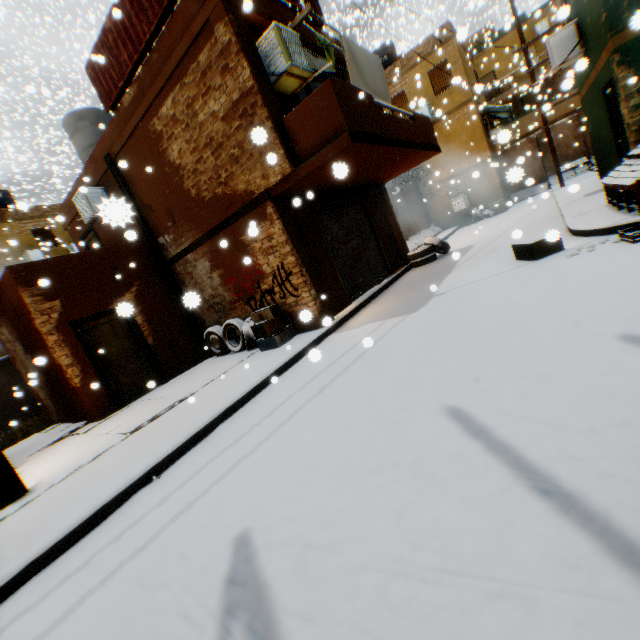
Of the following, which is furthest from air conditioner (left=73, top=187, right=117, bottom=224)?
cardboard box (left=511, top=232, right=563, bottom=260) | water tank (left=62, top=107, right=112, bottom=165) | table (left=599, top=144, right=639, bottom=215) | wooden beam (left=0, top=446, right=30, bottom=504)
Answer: table (left=599, top=144, right=639, bottom=215)

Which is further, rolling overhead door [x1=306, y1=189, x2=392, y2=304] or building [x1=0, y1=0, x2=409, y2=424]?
rolling overhead door [x1=306, y1=189, x2=392, y2=304]

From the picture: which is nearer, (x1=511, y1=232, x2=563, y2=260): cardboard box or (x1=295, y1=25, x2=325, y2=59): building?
(x1=511, y1=232, x2=563, y2=260): cardboard box

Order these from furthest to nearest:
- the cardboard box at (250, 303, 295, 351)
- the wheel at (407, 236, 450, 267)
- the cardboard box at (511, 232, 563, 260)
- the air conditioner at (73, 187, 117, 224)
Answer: the wheel at (407, 236, 450, 267), the cardboard box at (250, 303, 295, 351), the cardboard box at (511, 232, 563, 260), the air conditioner at (73, 187, 117, 224)

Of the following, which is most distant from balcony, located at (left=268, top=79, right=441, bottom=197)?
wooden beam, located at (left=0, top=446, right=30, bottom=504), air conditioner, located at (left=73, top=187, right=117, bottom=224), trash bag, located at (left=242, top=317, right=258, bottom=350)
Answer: air conditioner, located at (left=73, top=187, right=117, bottom=224)

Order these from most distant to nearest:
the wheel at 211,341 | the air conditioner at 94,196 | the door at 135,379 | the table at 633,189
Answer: the wheel at 211,341, the door at 135,379, the table at 633,189, the air conditioner at 94,196

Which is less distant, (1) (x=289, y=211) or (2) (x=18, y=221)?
(1) (x=289, y=211)

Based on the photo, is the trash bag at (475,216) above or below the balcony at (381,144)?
below
